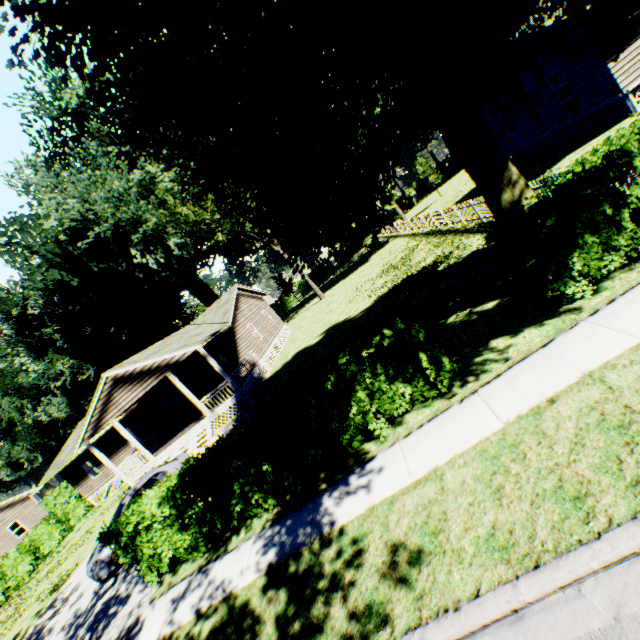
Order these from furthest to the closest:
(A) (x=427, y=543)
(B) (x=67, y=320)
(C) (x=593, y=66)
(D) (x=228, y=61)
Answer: (B) (x=67, y=320), (C) (x=593, y=66), (D) (x=228, y=61), (A) (x=427, y=543)

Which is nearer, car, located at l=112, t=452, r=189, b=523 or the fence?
car, located at l=112, t=452, r=189, b=523

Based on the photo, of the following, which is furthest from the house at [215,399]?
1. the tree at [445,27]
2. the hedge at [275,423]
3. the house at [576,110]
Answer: the house at [576,110]

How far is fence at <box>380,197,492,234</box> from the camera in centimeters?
1547cm

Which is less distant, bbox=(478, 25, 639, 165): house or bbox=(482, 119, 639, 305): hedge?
bbox=(482, 119, 639, 305): hedge

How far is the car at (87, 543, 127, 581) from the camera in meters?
11.2

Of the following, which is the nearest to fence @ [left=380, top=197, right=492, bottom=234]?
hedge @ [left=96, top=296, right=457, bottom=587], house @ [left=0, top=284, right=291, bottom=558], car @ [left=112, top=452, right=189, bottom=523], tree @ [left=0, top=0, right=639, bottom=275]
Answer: tree @ [left=0, top=0, right=639, bottom=275]

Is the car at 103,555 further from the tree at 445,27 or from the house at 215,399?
the tree at 445,27
